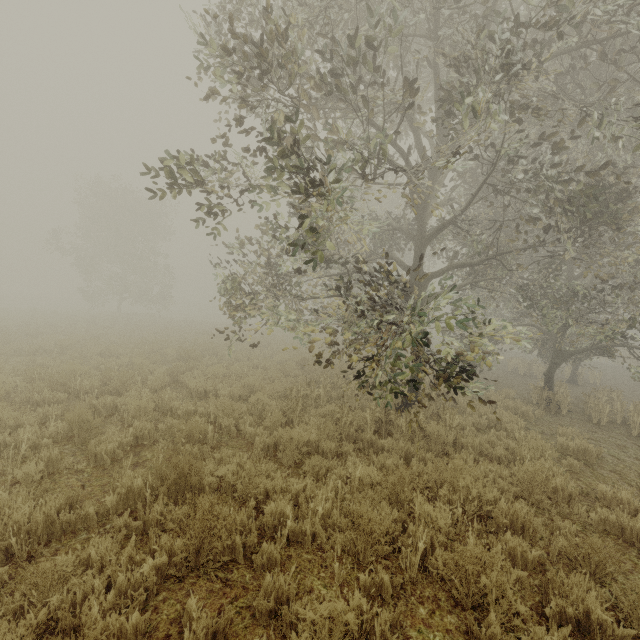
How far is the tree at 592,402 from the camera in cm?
1023

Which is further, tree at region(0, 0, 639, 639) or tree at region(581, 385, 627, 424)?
tree at region(581, 385, 627, 424)

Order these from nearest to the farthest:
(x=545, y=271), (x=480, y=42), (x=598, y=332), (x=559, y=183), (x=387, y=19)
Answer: (x=480, y=42) → (x=559, y=183) → (x=598, y=332) → (x=387, y=19) → (x=545, y=271)

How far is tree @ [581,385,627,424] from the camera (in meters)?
10.23

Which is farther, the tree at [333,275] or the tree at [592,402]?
the tree at [592,402]
